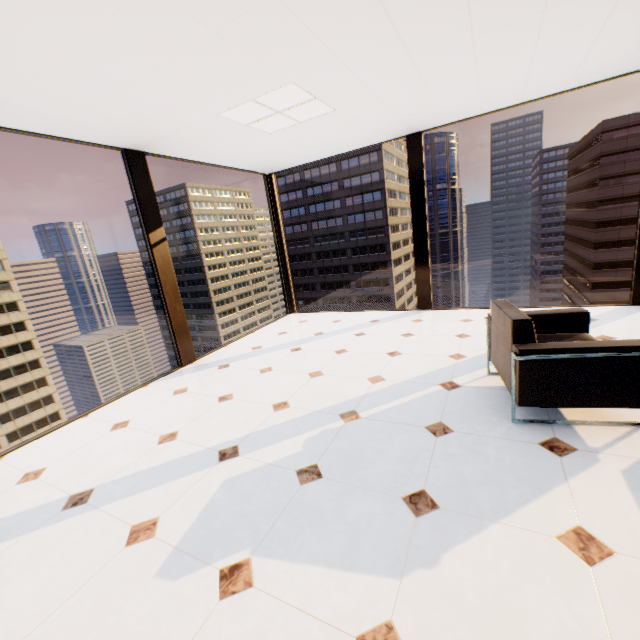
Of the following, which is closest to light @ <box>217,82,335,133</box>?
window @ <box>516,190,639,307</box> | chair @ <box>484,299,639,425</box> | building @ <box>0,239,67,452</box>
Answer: window @ <box>516,190,639,307</box>

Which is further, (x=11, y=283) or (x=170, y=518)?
(x=11, y=283)

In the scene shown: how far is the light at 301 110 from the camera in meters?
3.2

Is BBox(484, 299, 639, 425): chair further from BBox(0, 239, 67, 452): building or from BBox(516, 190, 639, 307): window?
BBox(0, 239, 67, 452): building

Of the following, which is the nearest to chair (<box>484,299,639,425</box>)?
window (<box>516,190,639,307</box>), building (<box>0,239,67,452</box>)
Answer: window (<box>516,190,639,307</box>)

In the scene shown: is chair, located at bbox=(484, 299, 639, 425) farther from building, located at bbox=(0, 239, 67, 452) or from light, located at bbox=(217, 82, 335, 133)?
building, located at bbox=(0, 239, 67, 452)

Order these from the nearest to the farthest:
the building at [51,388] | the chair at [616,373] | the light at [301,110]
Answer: the chair at [616,373], the light at [301,110], the building at [51,388]

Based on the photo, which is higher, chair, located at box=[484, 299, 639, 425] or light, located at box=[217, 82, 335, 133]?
light, located at box=[217, 82, 335, 133]
